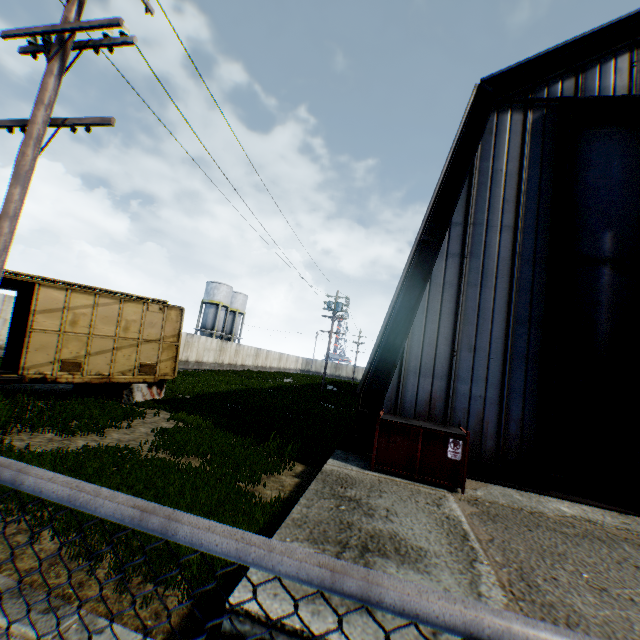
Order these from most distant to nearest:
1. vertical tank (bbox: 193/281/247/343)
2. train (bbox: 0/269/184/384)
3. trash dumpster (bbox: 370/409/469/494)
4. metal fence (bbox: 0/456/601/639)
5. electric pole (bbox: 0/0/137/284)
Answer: vertical tank (bbox: 193/281/247/343)
train (bbox: 0/269/184/384)
trash dumpster (bbox: 370/409/469/494)
electric pole (bbox: 0/0/137/284)
metal fence (bbox: 0/456/601/639)

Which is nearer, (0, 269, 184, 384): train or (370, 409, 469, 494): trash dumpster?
(370, 409, 469, 494): trash dumpster

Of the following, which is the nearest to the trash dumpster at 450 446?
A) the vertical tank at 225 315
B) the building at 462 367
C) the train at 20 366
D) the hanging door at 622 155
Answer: the building at 462 367

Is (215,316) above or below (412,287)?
above

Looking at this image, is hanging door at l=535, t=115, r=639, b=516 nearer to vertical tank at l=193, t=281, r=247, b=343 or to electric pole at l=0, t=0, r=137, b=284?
electric pole at l=0, t=0, r=137, b=284

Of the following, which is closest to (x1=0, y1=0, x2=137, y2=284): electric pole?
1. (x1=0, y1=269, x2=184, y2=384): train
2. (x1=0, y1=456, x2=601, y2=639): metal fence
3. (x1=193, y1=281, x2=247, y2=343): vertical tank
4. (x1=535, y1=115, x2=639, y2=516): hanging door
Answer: (x1=0, y1=456, x2=601, y2=639): metal fence

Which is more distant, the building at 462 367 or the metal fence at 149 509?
the building at 462 367

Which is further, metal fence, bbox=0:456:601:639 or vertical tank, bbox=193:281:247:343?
vertical tank, bbox=193:281:247:343
